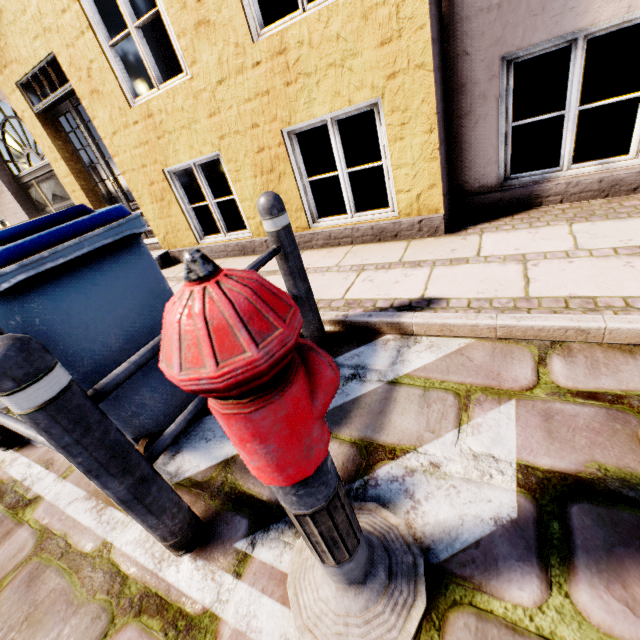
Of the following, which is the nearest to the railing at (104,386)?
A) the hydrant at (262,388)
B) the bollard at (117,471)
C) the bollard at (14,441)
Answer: the bollard at (117,471)

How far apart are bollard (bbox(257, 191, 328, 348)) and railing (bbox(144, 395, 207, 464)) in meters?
0.1 m

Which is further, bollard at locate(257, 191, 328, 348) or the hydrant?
Answer: bollard at locate(257, 191, 328, 348)

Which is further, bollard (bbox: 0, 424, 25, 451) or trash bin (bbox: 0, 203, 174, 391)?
bollard (bbox: 0, 424, 25, 451)

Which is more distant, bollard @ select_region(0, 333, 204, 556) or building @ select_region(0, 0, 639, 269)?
building @ select_region(0, 0, 639, 269)

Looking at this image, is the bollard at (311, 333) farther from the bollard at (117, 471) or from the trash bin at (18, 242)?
the bollard at (117, 471)

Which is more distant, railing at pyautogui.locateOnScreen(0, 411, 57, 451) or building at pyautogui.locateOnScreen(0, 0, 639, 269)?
building at pyautogui.locateOnScreen(0, 0, 639, 269)

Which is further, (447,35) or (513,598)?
(447,35)
